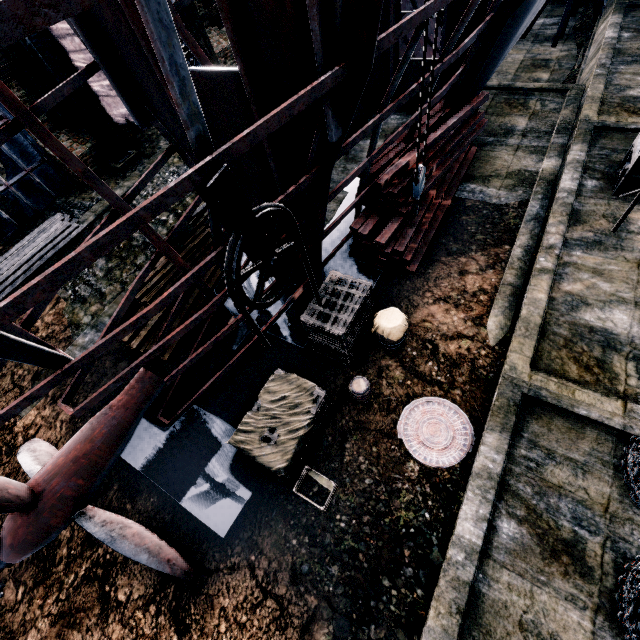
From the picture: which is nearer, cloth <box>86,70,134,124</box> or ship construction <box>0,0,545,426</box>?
ship construction <box>0,0,545,426</box>

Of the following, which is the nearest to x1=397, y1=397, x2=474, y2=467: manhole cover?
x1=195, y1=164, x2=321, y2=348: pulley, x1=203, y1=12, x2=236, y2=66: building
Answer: x1=195, y1=164, x2=321, y2=348: pulley

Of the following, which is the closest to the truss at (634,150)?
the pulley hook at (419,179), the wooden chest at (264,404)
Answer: the pulley hook at (419,179)

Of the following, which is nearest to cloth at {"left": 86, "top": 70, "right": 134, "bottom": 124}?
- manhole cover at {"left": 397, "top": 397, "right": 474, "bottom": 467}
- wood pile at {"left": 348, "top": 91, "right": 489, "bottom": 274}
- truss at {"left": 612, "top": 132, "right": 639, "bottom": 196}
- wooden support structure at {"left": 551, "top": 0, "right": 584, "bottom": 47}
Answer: truss at {"left": 612, "top": 132, "right": 639, "bottom": 196}

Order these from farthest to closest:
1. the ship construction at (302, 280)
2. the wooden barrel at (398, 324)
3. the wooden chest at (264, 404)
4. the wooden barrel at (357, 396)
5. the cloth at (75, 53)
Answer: the cloth at (75, 53)
the ship construction at (302, 280)
the wooden barrel at (398, 324)
the wooden barrel at (357, 396)
the wooden chest at (264, 404)

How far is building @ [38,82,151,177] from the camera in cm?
1510

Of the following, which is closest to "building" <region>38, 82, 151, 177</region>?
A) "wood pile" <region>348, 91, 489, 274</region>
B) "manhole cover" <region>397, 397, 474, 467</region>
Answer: "manhole cover" <region>397, 397, 474, 467</region>

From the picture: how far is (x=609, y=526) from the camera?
6.27m
